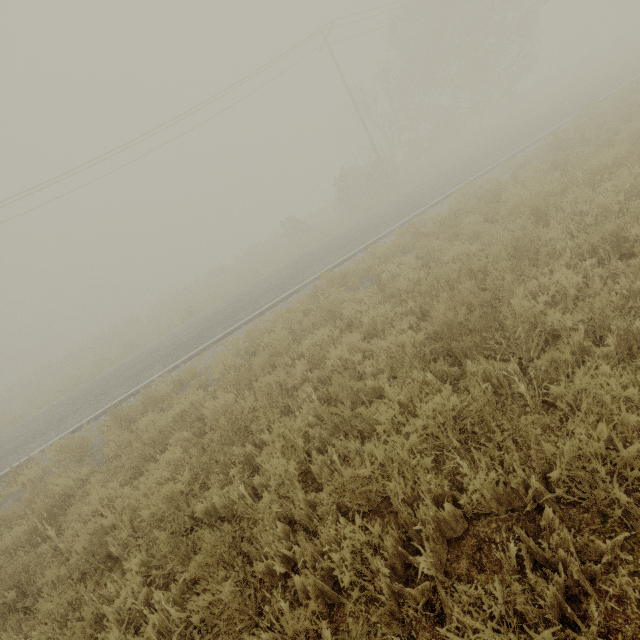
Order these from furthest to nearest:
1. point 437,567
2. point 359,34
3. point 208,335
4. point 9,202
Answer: point 359,34 → point 9,202 → point 208,335 → point 437,567
